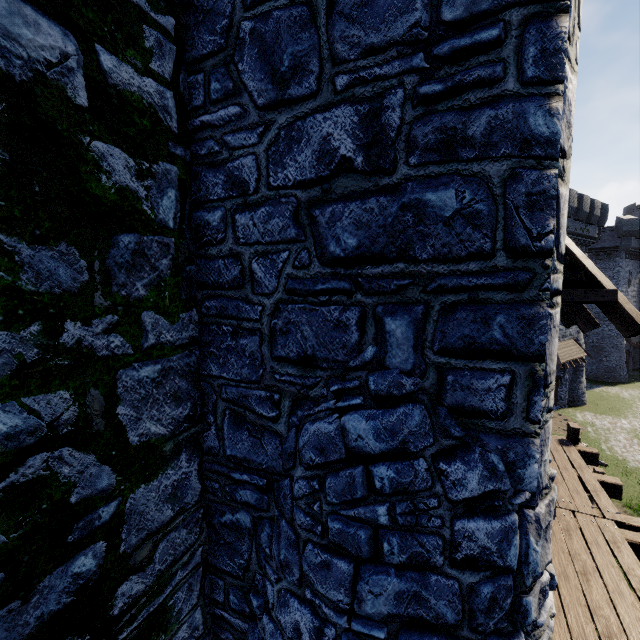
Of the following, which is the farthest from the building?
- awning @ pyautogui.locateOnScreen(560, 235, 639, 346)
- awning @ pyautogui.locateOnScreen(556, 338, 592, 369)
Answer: awning @ pyautogui.locateOnScreen(556, 338, 592, 369)

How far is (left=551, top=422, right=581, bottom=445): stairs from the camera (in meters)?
7.88

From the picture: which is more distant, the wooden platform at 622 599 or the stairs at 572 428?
the stairs at 572 428

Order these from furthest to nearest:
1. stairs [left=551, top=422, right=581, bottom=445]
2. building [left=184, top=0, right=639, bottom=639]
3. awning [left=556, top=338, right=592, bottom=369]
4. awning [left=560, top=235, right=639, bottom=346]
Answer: awning [left=556, top=338, right=592, bottom=369] < stairs [left=551, top=422, right=581, bottom=445] < awning [left=560, top=235, right=639, bottom=346] < building [left=184, top=0, right=639, bottom=639]

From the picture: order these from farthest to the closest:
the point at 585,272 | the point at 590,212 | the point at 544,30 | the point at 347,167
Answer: the point at 590,212 → the point at 585,272 → the point at 347,167 → the point at 544,30

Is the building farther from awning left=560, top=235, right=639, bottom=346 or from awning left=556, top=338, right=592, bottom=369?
awning left=556, top=338, right=592, bottom=369

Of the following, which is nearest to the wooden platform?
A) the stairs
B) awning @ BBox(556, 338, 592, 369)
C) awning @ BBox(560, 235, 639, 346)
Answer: the stairs

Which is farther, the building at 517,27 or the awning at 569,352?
the awning at 569,352
